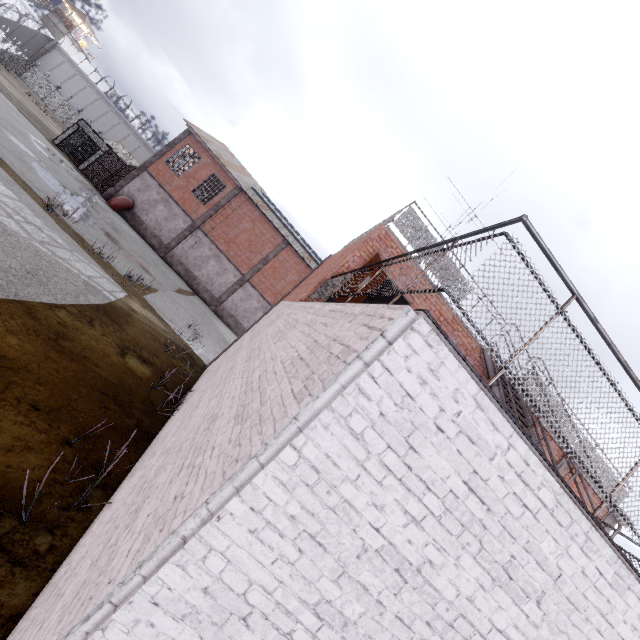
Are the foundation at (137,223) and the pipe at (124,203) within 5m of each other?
yes

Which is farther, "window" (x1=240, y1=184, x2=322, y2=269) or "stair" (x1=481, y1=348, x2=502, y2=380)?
"window" (x1=240, y1=184, x2=322, y2=269)

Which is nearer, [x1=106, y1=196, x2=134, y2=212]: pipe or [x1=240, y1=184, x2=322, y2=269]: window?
[x1=106, y1=196, x2=134, y2=212]: pipe

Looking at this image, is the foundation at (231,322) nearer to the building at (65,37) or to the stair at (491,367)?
the stair at (491,367)

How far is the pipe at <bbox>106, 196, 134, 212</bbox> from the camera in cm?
2441

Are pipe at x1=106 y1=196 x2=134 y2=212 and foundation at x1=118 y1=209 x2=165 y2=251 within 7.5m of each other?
yes

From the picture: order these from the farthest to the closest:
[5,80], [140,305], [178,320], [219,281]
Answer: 1. [5,80]
2. [219,281]
3. [178,320]
4. [140,305]

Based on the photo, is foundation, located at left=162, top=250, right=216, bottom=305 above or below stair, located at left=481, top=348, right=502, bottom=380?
below
